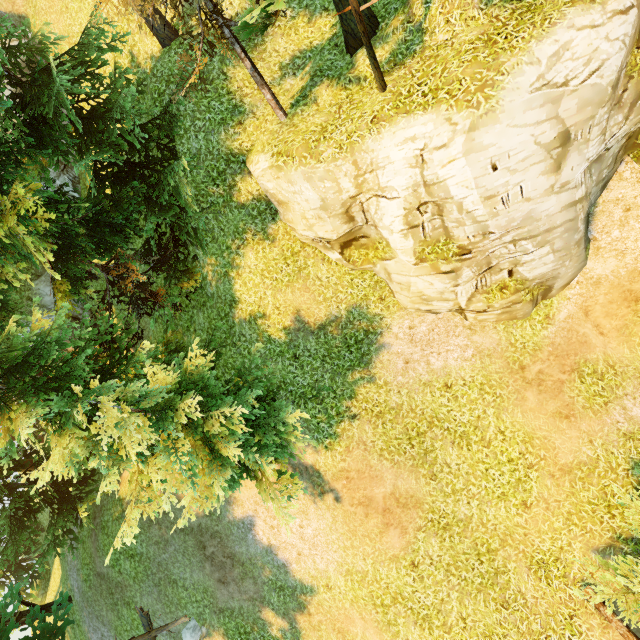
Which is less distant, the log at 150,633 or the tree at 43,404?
the tree at 43,404

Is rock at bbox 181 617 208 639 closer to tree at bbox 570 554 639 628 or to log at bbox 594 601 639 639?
tree at bbox 570 554 639 628

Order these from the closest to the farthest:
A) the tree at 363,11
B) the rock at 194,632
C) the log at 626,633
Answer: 1. the tree at 363,11
2. the log at 626,633
3. the rock at 194,632

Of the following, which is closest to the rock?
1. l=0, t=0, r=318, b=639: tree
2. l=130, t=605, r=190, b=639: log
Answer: l=130, t=605, r=190, b=639: log

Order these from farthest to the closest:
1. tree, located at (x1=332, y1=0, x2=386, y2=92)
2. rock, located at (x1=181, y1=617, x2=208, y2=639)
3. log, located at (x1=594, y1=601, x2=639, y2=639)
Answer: rock, located at (x1=181, y1=617, x2=208, y2=639)
log, located at (x1=594, y1=601, x2=639, y2=639)
tree, located at (x1=332, y1=0, x2=386, y2=92)

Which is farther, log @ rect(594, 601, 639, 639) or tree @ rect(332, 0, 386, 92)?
log @ rect(594, 601, 639, 639)

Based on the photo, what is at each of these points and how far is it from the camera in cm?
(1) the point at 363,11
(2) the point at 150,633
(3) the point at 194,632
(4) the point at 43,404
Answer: (1) tree, 855
(2) log, 1473
(3) rock, 1416
(4) tree, 859
